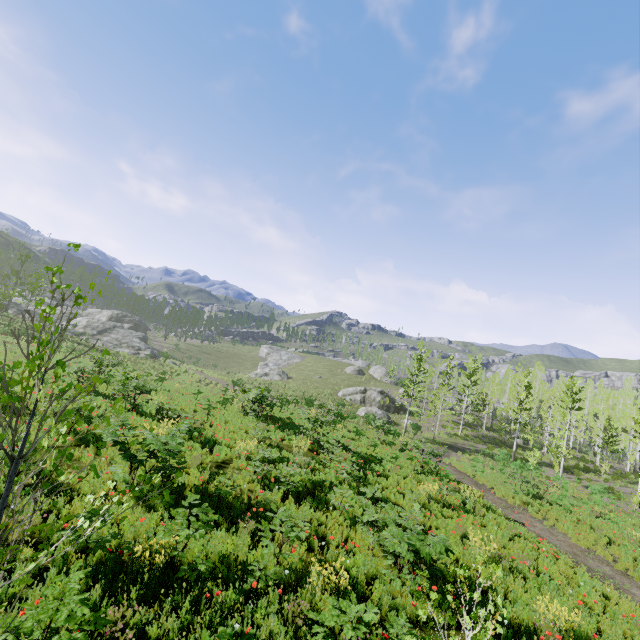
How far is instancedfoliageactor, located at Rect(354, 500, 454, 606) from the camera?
6.33m

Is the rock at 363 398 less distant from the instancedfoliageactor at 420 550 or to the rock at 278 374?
the rock at 278 374

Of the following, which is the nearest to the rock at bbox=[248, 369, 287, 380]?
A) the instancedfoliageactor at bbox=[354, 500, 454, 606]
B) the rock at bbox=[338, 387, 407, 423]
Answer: the rock at bbox=[338, 387, 407, 423]

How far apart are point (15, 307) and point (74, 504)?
55.1m

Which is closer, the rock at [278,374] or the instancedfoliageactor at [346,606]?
the instancedfoliageactor at [346,606]

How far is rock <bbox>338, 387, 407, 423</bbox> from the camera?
41.2 meters

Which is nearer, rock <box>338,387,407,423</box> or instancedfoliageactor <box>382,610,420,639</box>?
instancedfoliageactor <box>382,610,420,639</box>

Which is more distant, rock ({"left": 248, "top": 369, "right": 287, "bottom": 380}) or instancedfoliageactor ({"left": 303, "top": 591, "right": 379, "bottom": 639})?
rock ({"left": 248, "top": 369, "right": 287, "bottom": 380})
